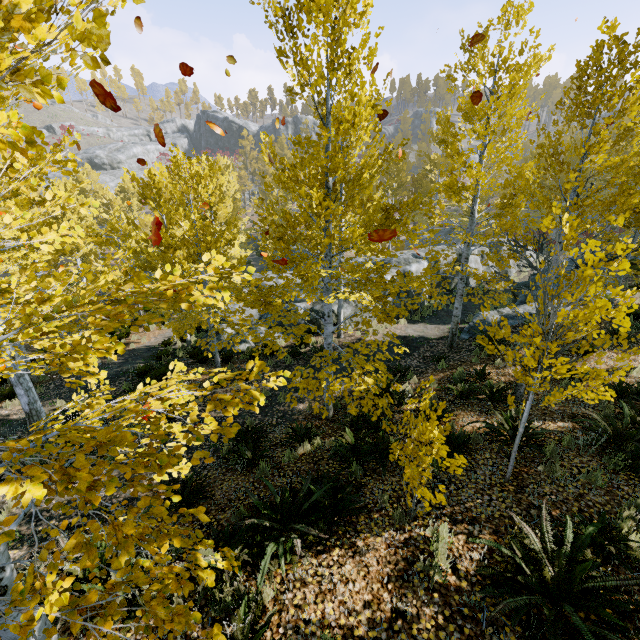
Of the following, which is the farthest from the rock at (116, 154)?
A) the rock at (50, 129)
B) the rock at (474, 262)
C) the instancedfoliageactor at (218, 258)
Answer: the rock at (474, 262)

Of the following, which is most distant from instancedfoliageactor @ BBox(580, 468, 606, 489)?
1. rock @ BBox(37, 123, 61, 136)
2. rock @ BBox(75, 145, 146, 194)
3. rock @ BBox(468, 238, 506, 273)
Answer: rock @ BBox(37, 123, 61, 136)

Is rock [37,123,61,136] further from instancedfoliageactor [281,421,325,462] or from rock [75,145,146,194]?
instancedfoliageactor [281,421,325,462]

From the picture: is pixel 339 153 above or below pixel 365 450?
above

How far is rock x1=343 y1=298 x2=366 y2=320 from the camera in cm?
1512

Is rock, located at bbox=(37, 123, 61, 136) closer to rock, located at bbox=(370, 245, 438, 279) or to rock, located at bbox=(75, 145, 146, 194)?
rock, located at bbox=(75, 145, 146, 194)

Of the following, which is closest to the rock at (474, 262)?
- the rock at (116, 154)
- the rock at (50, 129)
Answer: the rock at (116, 154)

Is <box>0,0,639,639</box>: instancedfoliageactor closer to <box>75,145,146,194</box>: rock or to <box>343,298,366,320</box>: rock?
<box>343,298,366,320</box>: rock
